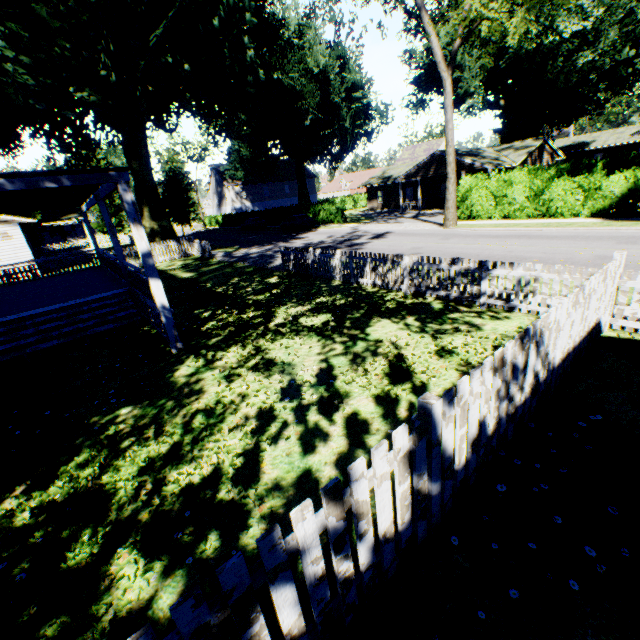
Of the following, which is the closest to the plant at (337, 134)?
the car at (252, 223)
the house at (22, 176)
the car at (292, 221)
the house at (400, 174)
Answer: the house at (22, 176)

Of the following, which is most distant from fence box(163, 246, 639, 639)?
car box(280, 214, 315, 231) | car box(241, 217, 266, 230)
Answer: car box(241, 217, 266, 230)

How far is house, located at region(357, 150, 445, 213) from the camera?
33.0m

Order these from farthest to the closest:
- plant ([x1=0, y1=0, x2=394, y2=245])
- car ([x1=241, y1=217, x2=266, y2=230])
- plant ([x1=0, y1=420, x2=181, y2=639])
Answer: car ([x1=241, y1=217, x2=266, y2=230]) → plant ([x1=0, y1=0, x2=394, y2=245]) → plant ([x1=0, y1=420, x2=181, y2=639])

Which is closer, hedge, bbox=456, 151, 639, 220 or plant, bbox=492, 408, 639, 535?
plant, bbox=492, 408, 639, 535

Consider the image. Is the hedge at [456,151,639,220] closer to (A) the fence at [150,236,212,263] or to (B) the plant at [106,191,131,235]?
(B) the plant at [106,191,131,235]

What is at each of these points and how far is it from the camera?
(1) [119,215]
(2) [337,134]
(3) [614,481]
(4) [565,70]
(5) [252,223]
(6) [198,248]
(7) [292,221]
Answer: (1) plant, 56.3 meters
(2) plant, 46.0 meters
(3) plant, 3.6 meters
(4) plant, 28.7 meters
(5) car, 41.9 meters
(6) fence, 25.8 meters
(7) car, 34.7 meters

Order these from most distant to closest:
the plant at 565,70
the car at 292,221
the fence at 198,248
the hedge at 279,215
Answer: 1. the hedge at 279,215
2. the car at 292,221
3. the fence at 198,248
4. the plant at 565,70
